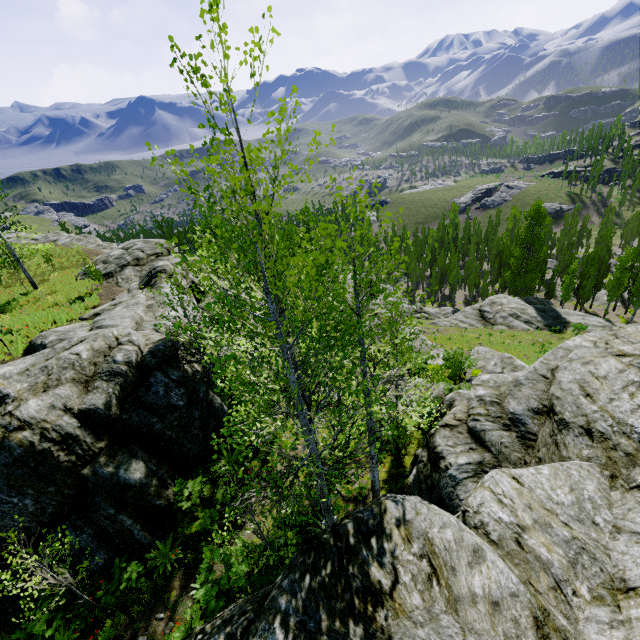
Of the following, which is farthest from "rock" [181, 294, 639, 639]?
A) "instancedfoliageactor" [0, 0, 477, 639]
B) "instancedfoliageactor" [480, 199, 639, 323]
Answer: "instancedfoliageactor" [0, 0, 477, 639]

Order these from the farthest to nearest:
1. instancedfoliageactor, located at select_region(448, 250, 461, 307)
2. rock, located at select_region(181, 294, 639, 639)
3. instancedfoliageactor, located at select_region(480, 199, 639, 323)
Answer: instancedfoliageactor, located at select_region(448, 250, 461, 307) < instancedfoliageactor, located at select_region(480, 199, 639, 323) < rock, located at select_region(181, 294, 639, 639)

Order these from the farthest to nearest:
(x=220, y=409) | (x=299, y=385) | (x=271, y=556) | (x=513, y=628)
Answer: (x=220, y=409) → (x=299, y=385) → (x=271, y=556) → (x=513, y=628)

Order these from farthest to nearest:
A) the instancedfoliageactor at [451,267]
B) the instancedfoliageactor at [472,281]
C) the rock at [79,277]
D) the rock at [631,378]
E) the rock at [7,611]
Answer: the instancedfoliageactor at [472,281] → the instancedfoliageactor at [451,267] → the rock at [79,277] → the rock at [7,611] → the rock at [631,378]

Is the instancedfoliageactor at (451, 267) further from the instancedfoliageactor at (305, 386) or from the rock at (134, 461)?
the instancedfoliageactor at (305, 386)

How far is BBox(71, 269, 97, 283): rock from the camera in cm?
2364

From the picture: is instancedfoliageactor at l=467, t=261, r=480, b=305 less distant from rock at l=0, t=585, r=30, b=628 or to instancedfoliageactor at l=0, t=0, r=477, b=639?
rock at l=0, t=585, r=30, b=628

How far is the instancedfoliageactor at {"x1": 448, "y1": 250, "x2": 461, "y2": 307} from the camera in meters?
52.4
